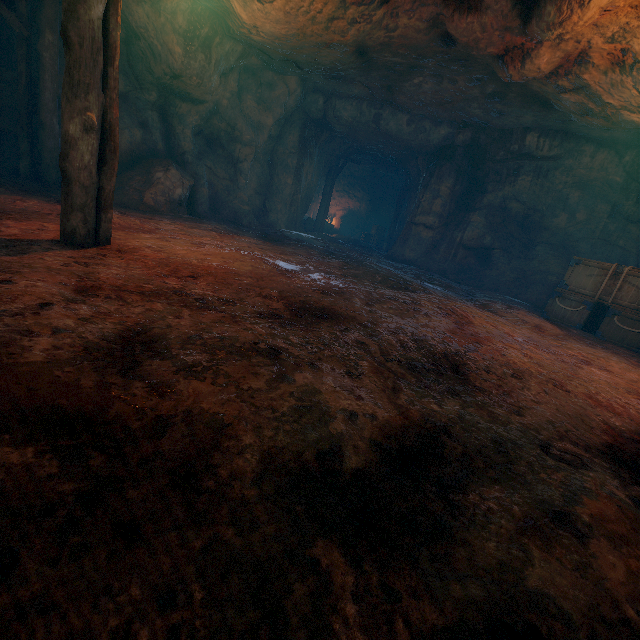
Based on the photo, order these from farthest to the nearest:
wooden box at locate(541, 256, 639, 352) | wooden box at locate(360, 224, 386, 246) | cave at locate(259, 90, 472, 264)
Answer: wooden box at locate(360, 224, 386, 246), cave at locate(259, 90, 472, 264), wooden box at locate(541, 256, 639, 352)

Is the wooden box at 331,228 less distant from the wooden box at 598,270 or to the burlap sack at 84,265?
the burlap sack at 84,265

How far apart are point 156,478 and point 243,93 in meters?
12.3

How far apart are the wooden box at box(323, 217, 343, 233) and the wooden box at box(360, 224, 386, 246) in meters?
1.6 m

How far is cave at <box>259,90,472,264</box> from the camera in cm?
1185

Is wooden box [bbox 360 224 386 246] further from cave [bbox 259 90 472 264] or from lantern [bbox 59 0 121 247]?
lantern [bbox 59 0 121 247]

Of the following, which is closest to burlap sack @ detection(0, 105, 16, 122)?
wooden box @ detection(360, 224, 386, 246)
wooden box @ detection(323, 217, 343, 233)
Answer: wooden box @ detection(360, 224, 386, 246)

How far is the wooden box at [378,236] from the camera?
20.61m
